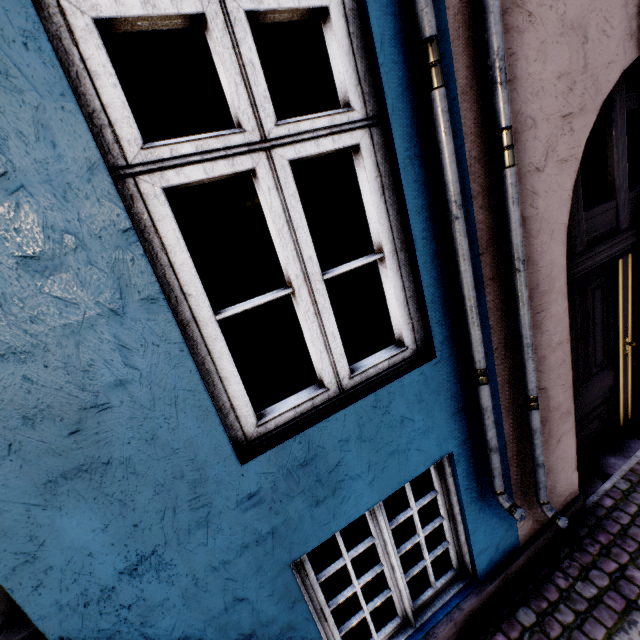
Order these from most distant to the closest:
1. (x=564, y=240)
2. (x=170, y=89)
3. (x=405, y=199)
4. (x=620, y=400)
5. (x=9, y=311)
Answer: (x=170, y=89) → (x=620, y=400) → (x=564, y=240) → (x=405, y=199) → (x=9, y=311)
